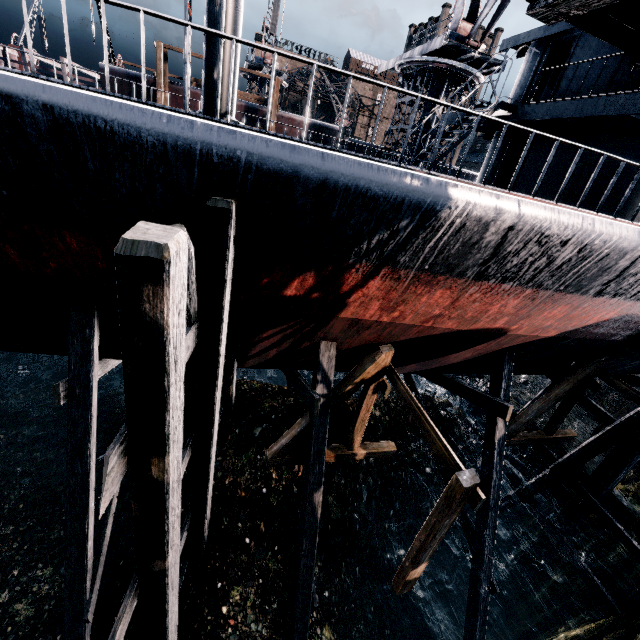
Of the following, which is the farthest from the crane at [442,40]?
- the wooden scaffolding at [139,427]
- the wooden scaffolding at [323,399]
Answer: the wooden scaffolding at [139,427]

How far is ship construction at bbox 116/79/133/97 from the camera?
25.00m

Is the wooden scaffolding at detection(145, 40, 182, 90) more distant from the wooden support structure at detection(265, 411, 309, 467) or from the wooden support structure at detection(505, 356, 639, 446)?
the wooden support structure at detection(505, 356, 639, 446)

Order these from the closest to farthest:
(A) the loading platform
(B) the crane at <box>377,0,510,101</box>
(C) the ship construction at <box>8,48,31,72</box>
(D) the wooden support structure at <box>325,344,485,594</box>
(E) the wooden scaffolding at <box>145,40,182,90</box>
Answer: (D) the wooden support structure at <box>325,344,485,594</box> → (A) the loading platform → (B) the crane at <box>377,0,510,101</box> → (E) the wooden scaffolding at <box>145,40,182,90</box> → (C) the ship construction at <box>8,48,31,72</box>

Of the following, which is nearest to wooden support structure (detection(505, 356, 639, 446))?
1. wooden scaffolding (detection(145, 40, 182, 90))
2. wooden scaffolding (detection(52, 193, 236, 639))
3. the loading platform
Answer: the loading platform

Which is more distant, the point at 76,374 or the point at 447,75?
the point at 447,75

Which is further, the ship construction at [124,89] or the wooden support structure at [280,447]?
the ship construction at [124,89]
